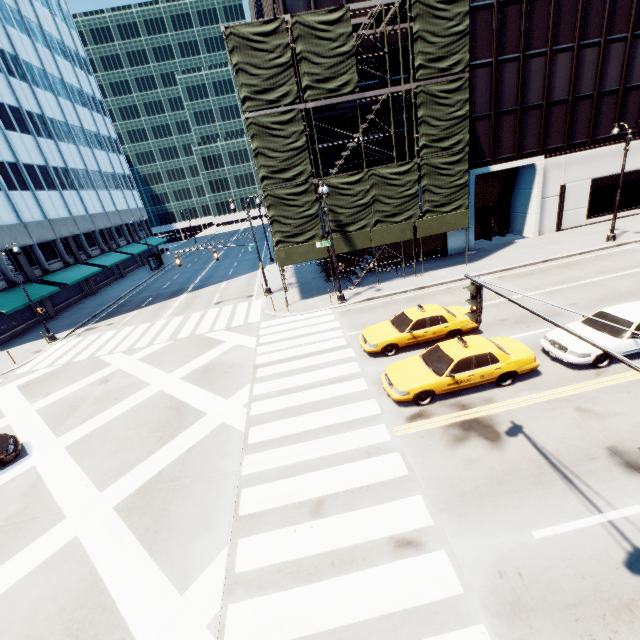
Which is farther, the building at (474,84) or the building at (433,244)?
the building at (433,244)

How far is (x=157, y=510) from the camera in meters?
9.1 m

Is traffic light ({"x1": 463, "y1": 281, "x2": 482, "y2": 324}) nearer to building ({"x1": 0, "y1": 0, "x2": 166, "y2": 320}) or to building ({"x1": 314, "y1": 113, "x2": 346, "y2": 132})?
building ({"x1": 314, "y1": 113, "x2": 346, "y2": 132})

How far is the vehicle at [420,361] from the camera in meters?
10.8

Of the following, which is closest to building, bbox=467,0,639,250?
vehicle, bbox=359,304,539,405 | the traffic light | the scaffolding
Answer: the scaffolding

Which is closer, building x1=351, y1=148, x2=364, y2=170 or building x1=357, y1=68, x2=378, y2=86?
building x1=357, y1=68, x2=378, y2=86

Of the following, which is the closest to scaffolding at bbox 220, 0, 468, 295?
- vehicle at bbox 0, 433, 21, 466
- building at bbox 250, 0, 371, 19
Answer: building at bbox 250, 0, 371, 19
